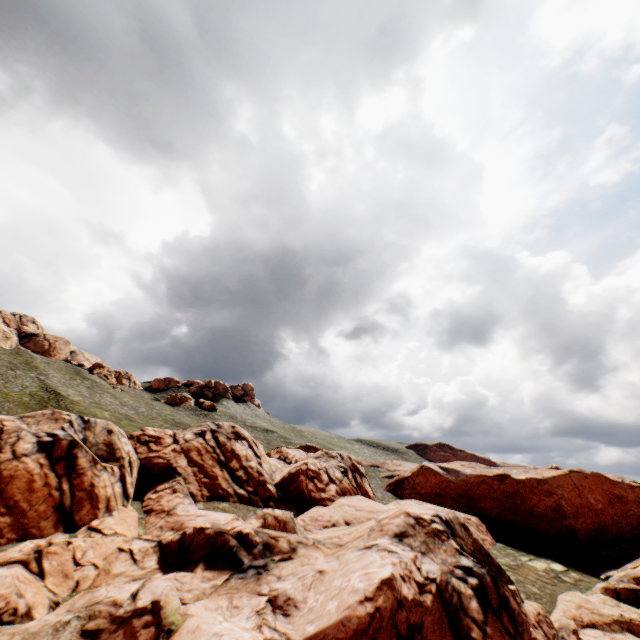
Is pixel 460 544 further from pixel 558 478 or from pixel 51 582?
pixel 558 478
